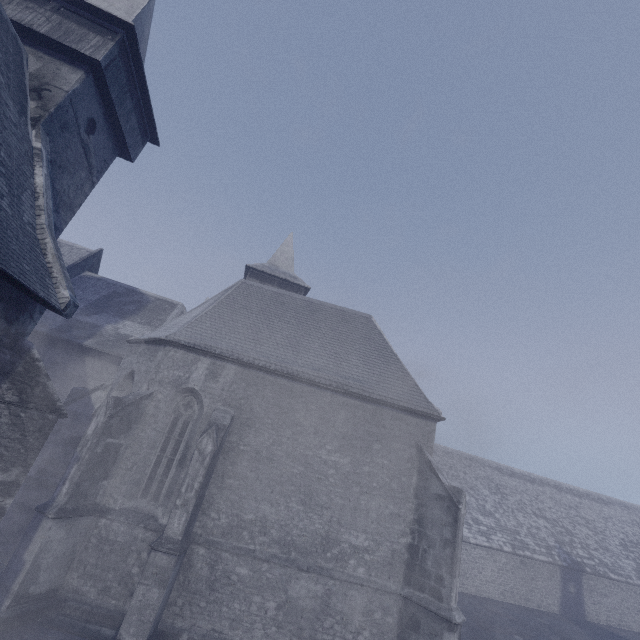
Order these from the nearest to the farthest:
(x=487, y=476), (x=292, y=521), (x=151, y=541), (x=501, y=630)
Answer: (x=151, y=541)
(x=292, y=521)
(x=501, y=630)
(x=487, y=476)
